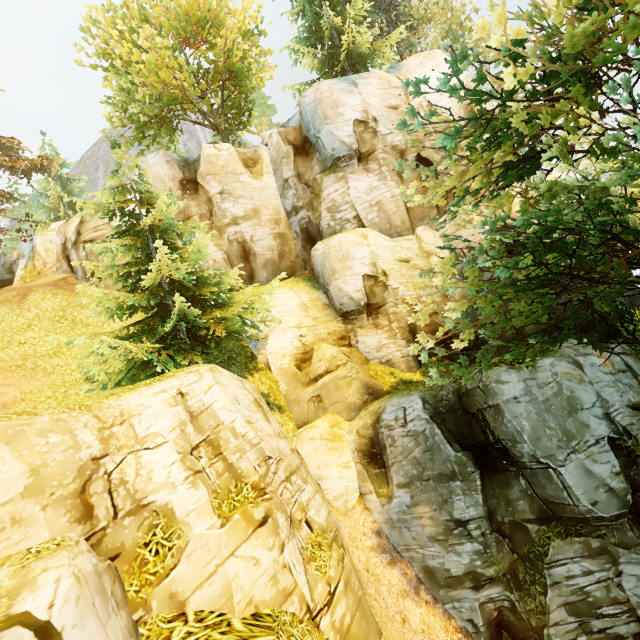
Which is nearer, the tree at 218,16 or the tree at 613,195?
the tree at 613,195

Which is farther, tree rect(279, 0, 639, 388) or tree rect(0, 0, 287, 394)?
tree rect(0, 0, 287, 394)

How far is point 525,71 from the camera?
7.6m
